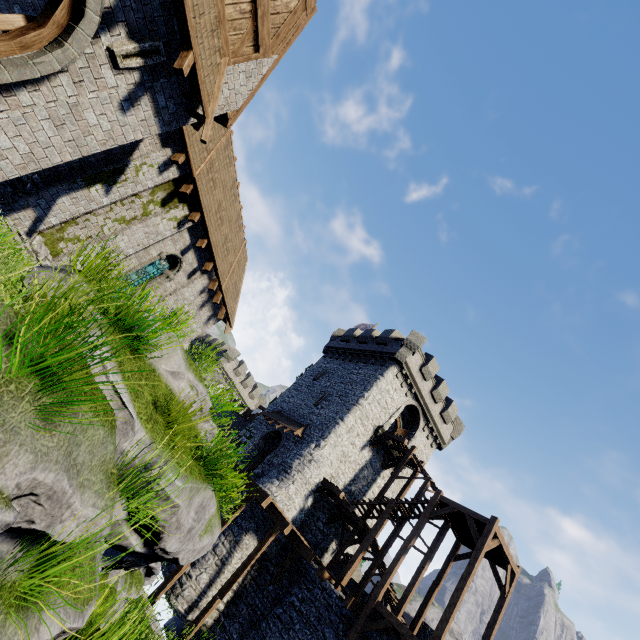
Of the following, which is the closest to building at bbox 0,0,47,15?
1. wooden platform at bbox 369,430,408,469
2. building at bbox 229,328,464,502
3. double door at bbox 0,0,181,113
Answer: double door at bbox 0,0,181,113

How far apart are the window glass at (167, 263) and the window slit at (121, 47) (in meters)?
7.74

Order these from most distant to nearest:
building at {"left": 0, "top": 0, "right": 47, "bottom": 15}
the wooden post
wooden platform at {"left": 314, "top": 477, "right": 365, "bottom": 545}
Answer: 1. wooden platform at {"left": 314, "top": 477, "right": 365, "bottom": 545}
2. the wooden post
3. building at {"left": 0, "top": 0, "right": 47, "bottom": 15}

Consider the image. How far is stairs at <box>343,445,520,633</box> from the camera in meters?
14.9

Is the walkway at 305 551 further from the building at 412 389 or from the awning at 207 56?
the awning at 207 56

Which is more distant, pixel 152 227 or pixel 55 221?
pixel 152 227

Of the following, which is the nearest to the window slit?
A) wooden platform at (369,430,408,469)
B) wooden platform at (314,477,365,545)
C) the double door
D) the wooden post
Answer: the double door

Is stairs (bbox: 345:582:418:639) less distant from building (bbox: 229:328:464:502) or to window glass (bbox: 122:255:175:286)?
building (bbox: 229:328:464:502)
